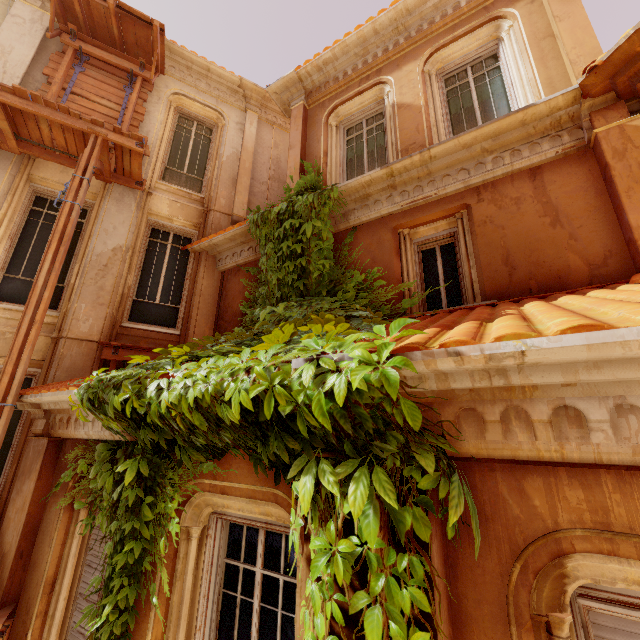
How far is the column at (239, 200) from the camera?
8.6 meters

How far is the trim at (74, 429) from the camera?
4.03m

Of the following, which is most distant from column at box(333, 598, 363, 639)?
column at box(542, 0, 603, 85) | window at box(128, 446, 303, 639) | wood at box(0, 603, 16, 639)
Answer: column at box(542, 0, 603, 85)

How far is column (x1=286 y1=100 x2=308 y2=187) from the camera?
7.1 meters

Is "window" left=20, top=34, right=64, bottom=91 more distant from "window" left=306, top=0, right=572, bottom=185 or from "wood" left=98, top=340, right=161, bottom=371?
A: "wood" left=98, top=340, right=161, bottom=371

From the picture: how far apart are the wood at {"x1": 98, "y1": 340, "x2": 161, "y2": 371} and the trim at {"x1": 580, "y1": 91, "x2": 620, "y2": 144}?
7.5m

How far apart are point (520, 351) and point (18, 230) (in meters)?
8.96

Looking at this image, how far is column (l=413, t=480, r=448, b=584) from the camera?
1.7m
